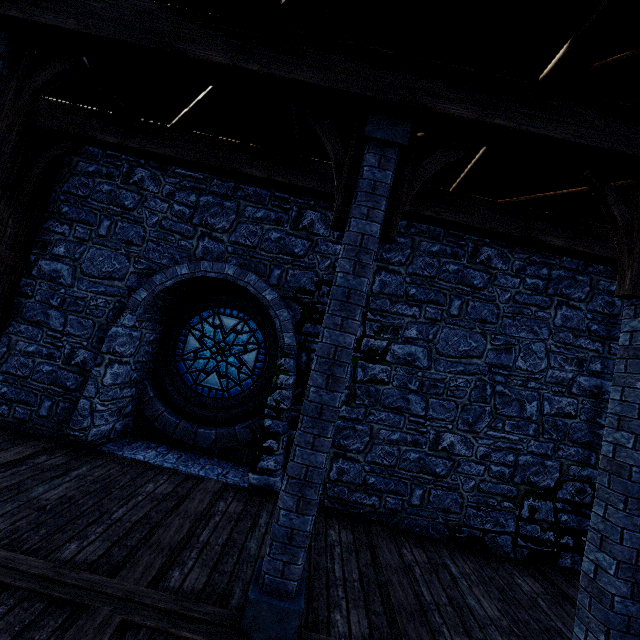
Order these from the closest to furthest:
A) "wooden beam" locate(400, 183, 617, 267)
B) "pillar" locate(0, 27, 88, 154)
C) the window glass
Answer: "pillar" locate(0, 27, 88, 154)
"wooden beam" locate(400, 183, 617, 267)
the window glass

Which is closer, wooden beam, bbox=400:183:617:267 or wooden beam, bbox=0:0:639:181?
wooden beam, bbox=0:0:639:181

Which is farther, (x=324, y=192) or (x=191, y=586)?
(x=324, y=192)

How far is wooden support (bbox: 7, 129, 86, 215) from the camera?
5.7m

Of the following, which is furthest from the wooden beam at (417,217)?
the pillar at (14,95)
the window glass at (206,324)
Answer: the window glass at (206,324)

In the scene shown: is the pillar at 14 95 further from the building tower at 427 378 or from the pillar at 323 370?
the pillar at 323 370

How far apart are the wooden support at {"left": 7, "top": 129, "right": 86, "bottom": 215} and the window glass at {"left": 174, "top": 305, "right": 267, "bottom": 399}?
3.42m

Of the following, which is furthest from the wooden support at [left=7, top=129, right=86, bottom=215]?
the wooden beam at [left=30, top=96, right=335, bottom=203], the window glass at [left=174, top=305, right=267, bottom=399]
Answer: the window glass at [left=174, top=305, right=267, bottom=399]
